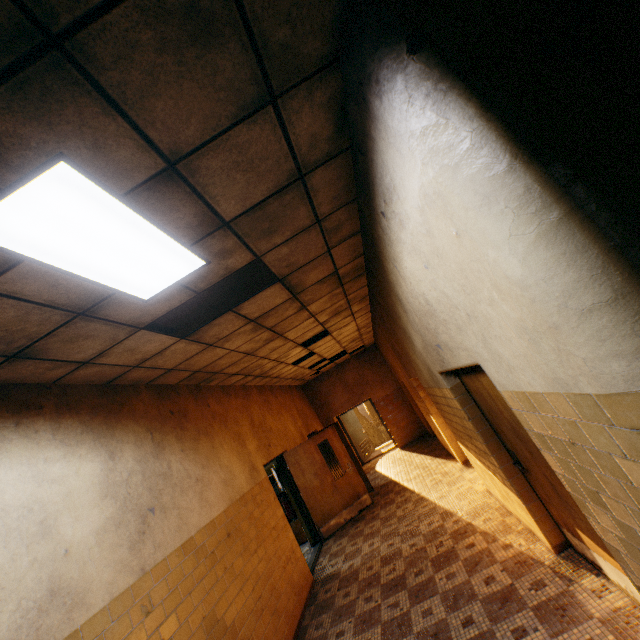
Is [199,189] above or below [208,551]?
above

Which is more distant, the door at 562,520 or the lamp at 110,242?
the door at 562,520

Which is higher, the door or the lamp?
the lamp

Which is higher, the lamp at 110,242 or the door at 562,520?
the lamp at 110,242

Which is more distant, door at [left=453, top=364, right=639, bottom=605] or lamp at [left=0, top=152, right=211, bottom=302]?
door at [left=453, top=364, right=639, bottom=605]
